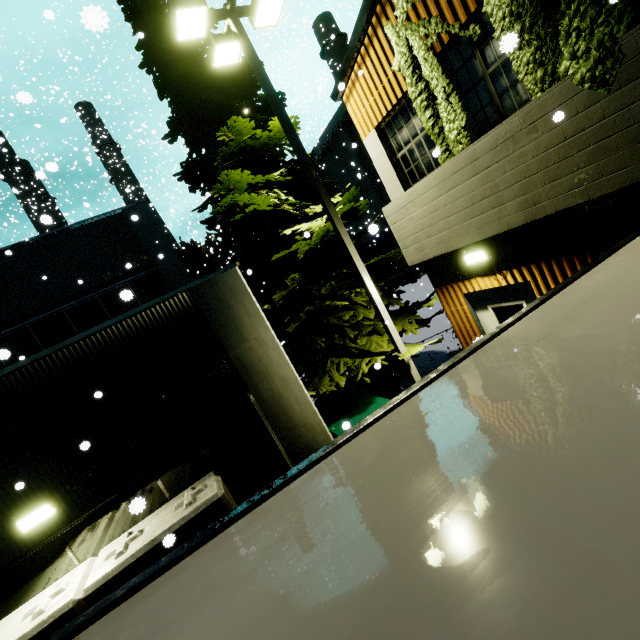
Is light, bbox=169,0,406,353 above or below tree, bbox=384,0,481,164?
above

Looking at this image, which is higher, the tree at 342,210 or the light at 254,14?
the light at 254,14

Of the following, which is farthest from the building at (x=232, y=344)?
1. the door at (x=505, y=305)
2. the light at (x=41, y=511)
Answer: the light at (x=41, y=511)

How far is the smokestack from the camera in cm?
3350

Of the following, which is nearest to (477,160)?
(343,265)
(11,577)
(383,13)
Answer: (383,13)

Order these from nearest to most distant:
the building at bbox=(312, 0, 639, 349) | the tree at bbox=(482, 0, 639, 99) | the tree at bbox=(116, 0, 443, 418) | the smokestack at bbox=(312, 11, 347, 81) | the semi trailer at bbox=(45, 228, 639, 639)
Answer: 1. the semi trailer at bbox=(45, 228, 639, 639)
2. the tree at bbox=(482, 0, 639, 99)
3. the building at bbox=(312, 0, 639, 349)
4. the tree at bbox=(116, 0, 443, 418)
5. the smokestack at bbox=(312, 11, 347, 81)

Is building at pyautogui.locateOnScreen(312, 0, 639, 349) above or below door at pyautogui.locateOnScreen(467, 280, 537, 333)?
above

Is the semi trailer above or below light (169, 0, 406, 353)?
below
